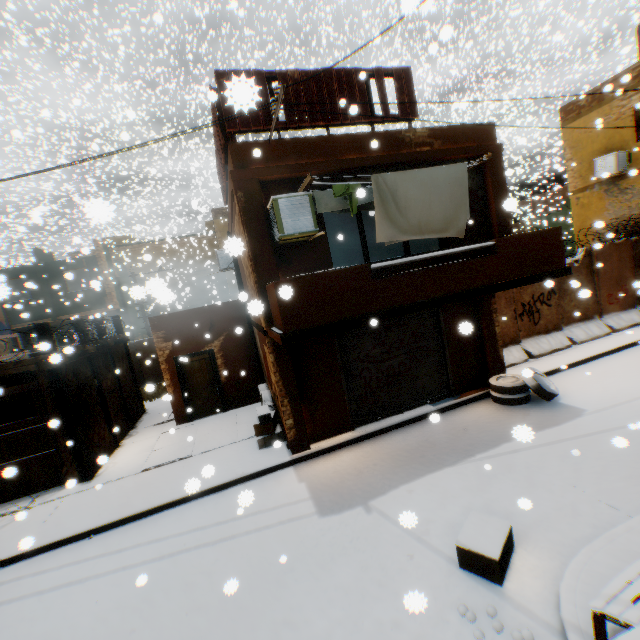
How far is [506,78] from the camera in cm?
4959

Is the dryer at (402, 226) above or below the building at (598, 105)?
below

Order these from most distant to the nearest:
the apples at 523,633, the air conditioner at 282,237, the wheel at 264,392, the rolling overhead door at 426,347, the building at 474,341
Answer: the wheel at 264,392 < the building at 474,341 < the rolling overhead door at 426,347 < the air conditioner at 282,237 < the apples at 523,633

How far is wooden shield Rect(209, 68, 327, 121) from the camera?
1.5 meters

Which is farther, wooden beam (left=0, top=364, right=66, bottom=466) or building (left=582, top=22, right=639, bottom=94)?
building (left=582, top=22, right=639, bottom=94)

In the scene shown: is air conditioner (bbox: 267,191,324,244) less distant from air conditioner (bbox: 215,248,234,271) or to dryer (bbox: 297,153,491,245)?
dryer (bbox: 297,153,491,245)

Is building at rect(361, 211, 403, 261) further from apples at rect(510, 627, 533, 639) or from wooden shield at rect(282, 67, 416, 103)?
apples at rect(510, 627, 533, 639)

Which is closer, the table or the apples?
the table
